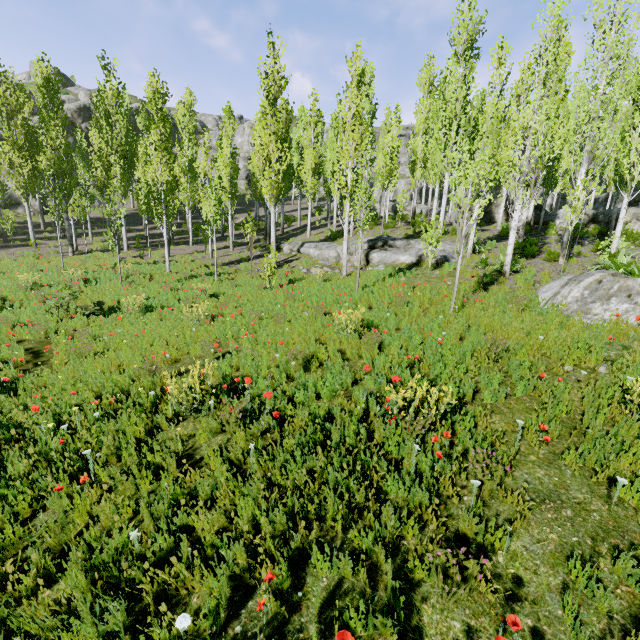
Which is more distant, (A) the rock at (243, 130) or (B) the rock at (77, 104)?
(A) the rock at (243, 130)

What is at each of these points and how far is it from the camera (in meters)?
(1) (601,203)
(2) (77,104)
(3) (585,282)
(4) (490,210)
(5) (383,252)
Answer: (1) rock, 33.16
(2) rock, 40.91
(3) rock, 7.80
(4) rock, 25.08
(5) rock, 15.09

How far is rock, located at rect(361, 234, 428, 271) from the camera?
14.49m

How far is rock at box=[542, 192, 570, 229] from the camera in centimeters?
2162cm

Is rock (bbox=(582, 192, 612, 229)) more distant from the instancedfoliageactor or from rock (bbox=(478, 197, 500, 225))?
rock (bbox=(478, 197, 500, 225))

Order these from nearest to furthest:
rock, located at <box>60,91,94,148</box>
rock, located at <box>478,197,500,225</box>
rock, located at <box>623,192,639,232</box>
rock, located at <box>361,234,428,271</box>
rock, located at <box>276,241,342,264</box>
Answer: rock, located at <box>361,234,428,271</box> → rock, located at <box>276,241,342,264</box> → rock, located at <box>623,192,639,232</box> → rock, located at <box>478,197,500,225</box> → rock, located at <box>60,91,94,148</box>

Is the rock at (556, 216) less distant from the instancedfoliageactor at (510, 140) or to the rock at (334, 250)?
the instancedfoliageactor at (510, 140)

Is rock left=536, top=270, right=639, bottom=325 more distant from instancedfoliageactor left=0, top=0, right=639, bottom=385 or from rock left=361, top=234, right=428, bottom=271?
rock left=361, top=234, right=428, bottom=271
